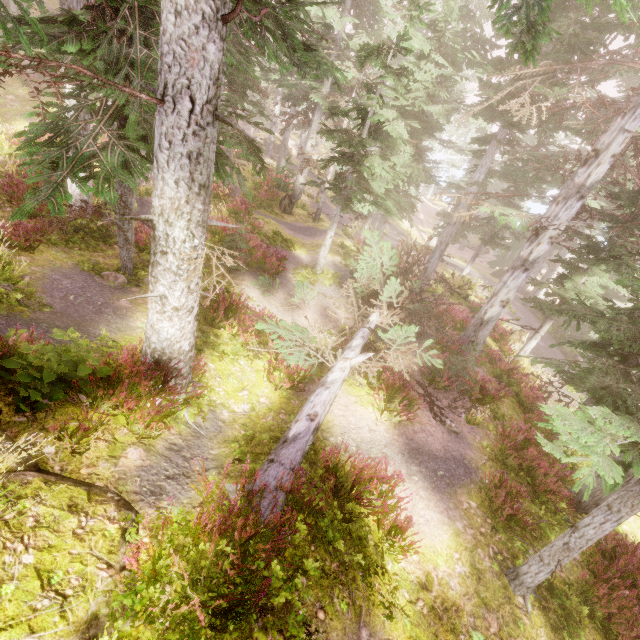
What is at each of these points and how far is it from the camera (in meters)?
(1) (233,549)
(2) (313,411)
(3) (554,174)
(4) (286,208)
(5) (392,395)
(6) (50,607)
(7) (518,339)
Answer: (1) instancedfoliageactor, 3.88
(2) tree, 6.56
(3) instancedfoliageactor, 12.16
(4) tree trunk, 22.44
(5) instancedfoliageactor, 9.09
(6) rock, 2.65
(7) tree trunk, 17.03

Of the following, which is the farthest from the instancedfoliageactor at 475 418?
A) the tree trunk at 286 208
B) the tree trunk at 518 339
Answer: the tree trunk at 518 339

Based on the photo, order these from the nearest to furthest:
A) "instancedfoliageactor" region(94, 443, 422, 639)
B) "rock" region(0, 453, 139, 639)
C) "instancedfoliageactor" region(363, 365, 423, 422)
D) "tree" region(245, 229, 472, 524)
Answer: "rock" region(0, 453, 139, 639) < "instancedfoliageactor" region(94, 443, 422, 639) < "tree" region(245, 229, 472, 524) < "instancedfoliageactor" region(363, 365, 423, 422)

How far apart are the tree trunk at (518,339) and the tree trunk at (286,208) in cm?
1547

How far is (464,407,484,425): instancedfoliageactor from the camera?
9.7 meters

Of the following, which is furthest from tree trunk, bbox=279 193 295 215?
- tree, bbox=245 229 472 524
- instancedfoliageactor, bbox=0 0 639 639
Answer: tree, bbox=245 229 472 524

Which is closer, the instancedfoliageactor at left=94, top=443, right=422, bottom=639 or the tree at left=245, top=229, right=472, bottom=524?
the instancedfoliageactor at left=94, top=443, right=422, bottom=639
